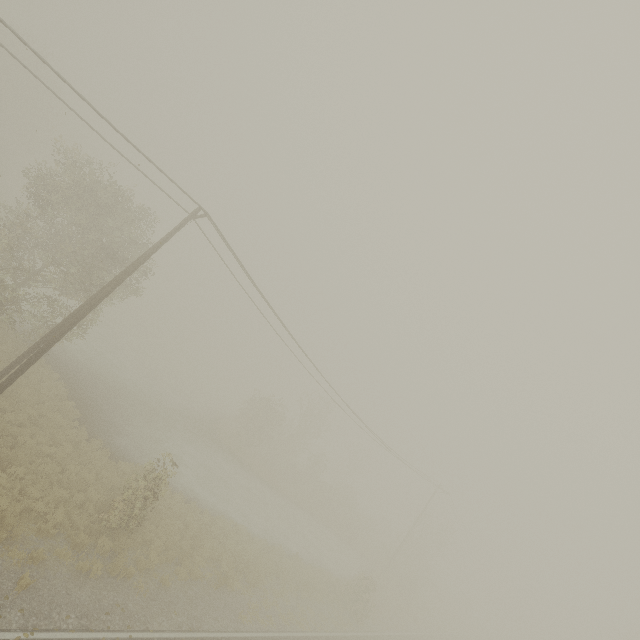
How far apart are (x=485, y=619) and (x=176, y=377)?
46.5m
